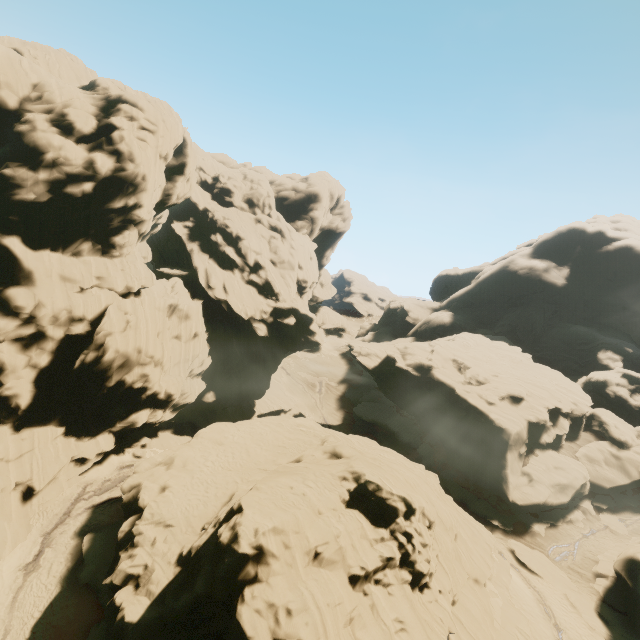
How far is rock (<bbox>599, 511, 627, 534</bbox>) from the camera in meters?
36.2 m

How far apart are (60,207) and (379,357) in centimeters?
4828cm

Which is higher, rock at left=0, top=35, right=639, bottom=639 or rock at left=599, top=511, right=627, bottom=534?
rock at left=0, top=35, right=639, bottom=639

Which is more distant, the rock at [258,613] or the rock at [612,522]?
the rock at [612,522]

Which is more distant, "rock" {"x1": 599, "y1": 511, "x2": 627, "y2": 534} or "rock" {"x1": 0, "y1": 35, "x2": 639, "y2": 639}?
"rock" {"x1": 599, "y1": 511, "x2": 627, "y2": 534}
